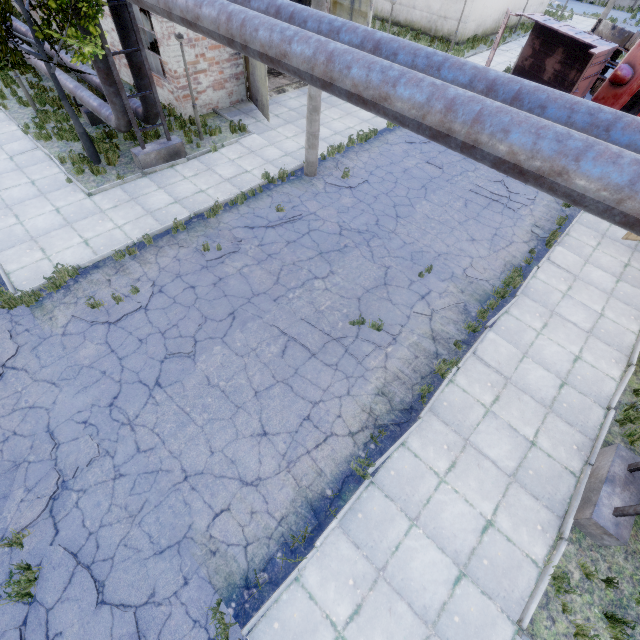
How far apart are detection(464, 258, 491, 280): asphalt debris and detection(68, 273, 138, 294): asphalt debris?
8.9 meters

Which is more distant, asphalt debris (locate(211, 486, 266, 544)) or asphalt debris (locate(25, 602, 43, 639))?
asphalt debris (locate(211, 486, 266, 544))

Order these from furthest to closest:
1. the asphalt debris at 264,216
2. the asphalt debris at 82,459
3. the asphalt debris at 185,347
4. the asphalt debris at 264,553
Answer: the asphalt debris at 264,216 → the asphalt debris at 185,347 → the asphalt debris at 82,459 → the asphalt debris at 264,553

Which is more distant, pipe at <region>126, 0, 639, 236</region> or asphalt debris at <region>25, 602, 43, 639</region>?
asphalt debris at <region>25, 602, 43, 639</region>

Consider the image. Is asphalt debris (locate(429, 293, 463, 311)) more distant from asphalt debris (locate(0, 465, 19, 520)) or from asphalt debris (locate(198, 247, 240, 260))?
asphalt debris (locate(0, 465, 19, 520))

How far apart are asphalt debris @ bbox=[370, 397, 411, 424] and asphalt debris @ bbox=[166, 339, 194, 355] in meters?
4.3 m

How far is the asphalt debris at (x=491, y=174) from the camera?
12.1m

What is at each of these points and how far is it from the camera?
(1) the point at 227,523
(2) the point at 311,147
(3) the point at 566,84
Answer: (1) asphalt debris, 5.5 meters
(2) lamp post, 11.3 meters
(3) truck dump body, 17.0 meters
